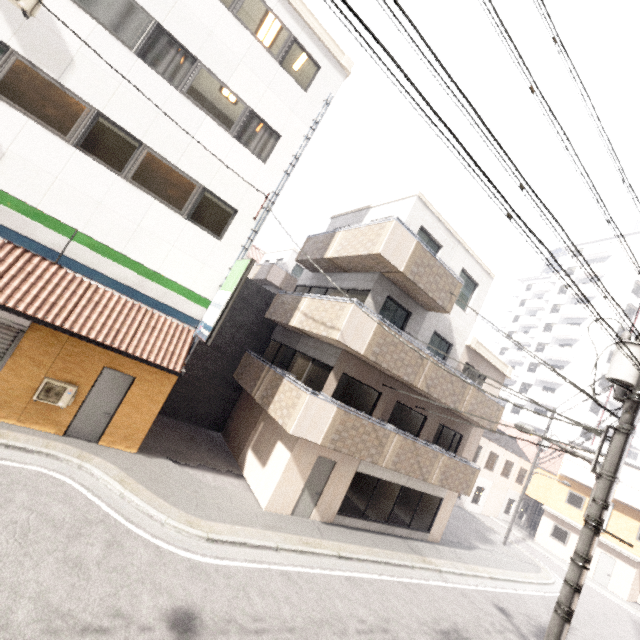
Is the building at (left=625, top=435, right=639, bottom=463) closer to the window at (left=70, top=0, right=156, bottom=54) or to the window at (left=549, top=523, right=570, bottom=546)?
the window at (left=549, top=523, right=570, bottom=546)

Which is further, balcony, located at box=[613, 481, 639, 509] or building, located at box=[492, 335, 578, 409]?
building, located at box=[492, 335, 578, 409]

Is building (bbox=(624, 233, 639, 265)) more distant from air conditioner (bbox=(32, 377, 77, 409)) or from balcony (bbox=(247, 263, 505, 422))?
air conditioner (bbox=(32, 377, 77, 409))

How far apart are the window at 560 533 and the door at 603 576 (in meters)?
1.83

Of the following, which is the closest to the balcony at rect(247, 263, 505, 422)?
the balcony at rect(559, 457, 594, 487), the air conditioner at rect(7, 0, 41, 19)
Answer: the air conditioner at rect(7, 0, 41, 19)

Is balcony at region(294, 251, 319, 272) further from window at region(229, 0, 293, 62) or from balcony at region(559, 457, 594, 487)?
balcony at region(559, 457, 594, 487)

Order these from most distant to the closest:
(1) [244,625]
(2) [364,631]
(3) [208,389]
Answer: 1. (3) [208,389]
2. (2) [364,631]
3. (1) [244,625]

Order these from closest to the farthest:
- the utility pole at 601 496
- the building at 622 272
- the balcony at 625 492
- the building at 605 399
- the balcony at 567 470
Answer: the utility pole at 601 496, the balcony at 625 492, the balcony at 567 470, the building at 605 399, the building at 622 272
